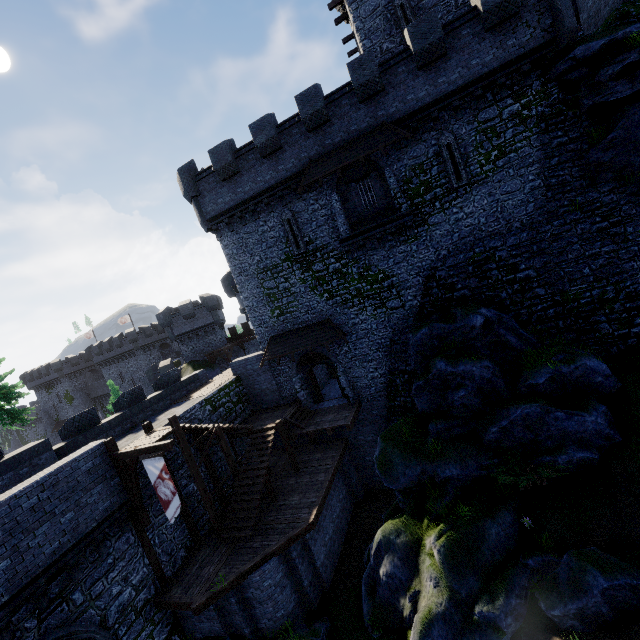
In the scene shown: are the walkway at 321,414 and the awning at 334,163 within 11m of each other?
no

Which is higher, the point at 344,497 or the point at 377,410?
the point at 377,410

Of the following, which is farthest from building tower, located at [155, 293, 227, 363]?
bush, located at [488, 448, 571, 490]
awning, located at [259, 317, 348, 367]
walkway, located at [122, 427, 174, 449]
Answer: bush, located at [488, 448, 571, 490]

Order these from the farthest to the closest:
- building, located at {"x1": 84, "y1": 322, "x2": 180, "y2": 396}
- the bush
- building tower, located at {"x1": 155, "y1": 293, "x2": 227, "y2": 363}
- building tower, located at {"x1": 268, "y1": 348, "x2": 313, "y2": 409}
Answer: building, located at {"x1": 84, "y1": 322, "x2": 180, "y2": 396}, building tower, located at {"x1": 155, "y1": 293, "x2": 227, "y2": 363}, building tower, located at {"x1": 268, "y1": 348, "x2": 313, "y2": 409}, the bush

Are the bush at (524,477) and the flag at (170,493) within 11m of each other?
no

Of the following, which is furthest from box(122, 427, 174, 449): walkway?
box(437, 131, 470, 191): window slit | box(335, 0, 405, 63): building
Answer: box(335, 0, 405, 63): building

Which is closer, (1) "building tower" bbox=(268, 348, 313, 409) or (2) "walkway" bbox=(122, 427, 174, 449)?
(2) "walkway" bbox=(122, 427, 174, 449)
